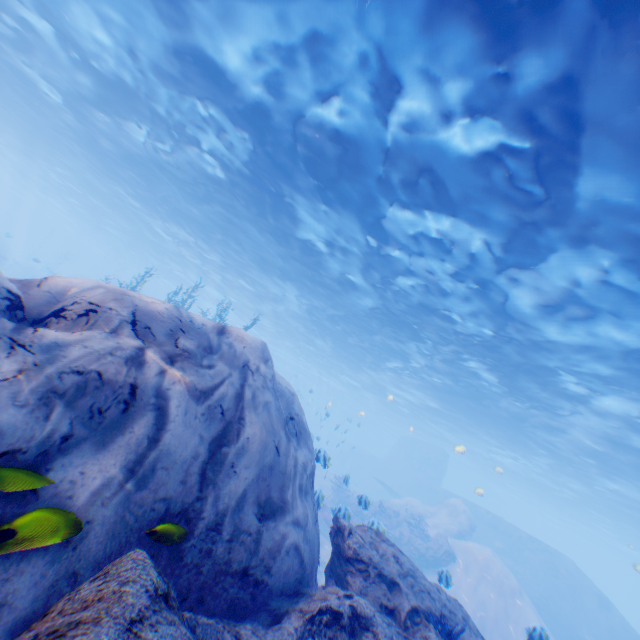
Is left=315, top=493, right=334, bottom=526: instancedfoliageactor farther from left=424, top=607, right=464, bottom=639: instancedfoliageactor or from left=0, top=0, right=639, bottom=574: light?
left=424, top=607, right=464, bottom=639: instancedfoliageactor

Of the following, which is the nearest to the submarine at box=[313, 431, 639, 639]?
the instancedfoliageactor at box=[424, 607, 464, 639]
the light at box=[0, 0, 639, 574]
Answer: the light at box=[0, 0, 639, 574]

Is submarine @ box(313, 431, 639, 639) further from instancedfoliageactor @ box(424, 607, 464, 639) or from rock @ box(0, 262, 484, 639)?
instancedfoliageactor @ box(424, 607, 464, 639)

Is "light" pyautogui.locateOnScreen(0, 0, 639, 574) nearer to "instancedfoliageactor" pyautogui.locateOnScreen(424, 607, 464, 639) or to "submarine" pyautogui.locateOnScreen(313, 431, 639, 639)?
"submarine" pyautogui.locateOnScreen(313, 431, 639, 639)

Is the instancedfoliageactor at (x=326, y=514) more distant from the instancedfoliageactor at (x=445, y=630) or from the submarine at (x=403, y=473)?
the instancedfoliageactor at (x=445, y=630)

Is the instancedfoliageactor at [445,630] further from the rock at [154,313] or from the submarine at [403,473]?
the submarine at [403,473]

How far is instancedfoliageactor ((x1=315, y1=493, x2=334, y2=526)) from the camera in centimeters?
923cm

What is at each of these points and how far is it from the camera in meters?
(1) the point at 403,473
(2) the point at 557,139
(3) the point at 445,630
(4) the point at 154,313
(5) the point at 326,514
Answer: (1) submarine, 40.1
(2) light, 7.1
(3) instancedfoliageactor, 4.5
(4) rock, 4.7
(5) instancedfoliageactor, 19.4
